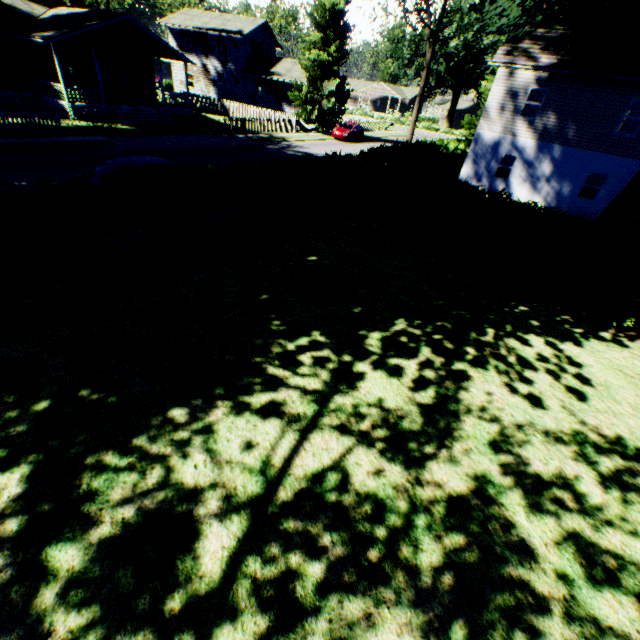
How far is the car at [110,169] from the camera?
10.09m

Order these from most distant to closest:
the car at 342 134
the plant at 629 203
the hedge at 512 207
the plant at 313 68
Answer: the car at 342 134
the plant at 313 68
the plant at 629 203
the hedge at 512 207

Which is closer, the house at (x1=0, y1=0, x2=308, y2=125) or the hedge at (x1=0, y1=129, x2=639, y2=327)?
the hedge at (x1=0, y1=129, x2=639, y2=327)

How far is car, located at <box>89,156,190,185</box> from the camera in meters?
10.1 m

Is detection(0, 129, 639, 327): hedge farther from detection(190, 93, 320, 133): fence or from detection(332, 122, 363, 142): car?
detection(190, 93, 320, 133): fence

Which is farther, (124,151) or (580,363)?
(124,151)

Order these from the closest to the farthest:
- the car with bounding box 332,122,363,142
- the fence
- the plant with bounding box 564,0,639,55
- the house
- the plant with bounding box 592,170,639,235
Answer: the plant with bounding box 592,170,639,235
the plant with bounding box 564,0,639,55
the house
the fence
the car with bounding box 332,122,363,142

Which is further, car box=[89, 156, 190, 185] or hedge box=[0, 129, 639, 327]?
car box=[89, 156, 190, 185]
